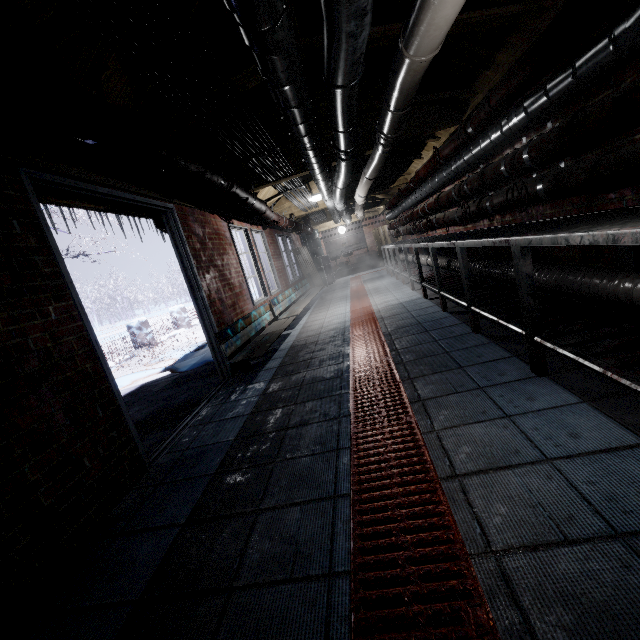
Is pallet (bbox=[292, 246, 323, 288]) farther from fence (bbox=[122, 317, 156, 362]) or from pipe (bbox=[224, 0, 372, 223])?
fence (bbox=[122, 317, 156, 362])

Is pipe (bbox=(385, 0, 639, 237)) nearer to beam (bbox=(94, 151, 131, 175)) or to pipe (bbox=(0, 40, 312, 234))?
beam (bbox=(94, 151, 131, 175))

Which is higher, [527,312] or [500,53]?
[500,53]

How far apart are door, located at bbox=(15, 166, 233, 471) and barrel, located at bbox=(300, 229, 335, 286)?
8.2 meters

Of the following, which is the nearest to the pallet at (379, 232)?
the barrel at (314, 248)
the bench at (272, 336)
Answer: the barrel at (314, 248)

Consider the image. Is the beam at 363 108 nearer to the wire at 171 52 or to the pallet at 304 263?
the wire at 171 52

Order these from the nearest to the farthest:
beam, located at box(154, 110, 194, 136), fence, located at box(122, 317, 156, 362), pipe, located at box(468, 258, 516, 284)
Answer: beam, located at box(154, 110, 194, 136), pipe, located at box(468, 258, 516, 284), fence, located at box(122, 317, 156, 362)

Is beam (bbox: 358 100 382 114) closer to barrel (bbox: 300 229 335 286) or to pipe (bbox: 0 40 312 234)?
pipe (bbox: 0 40 312 234)
